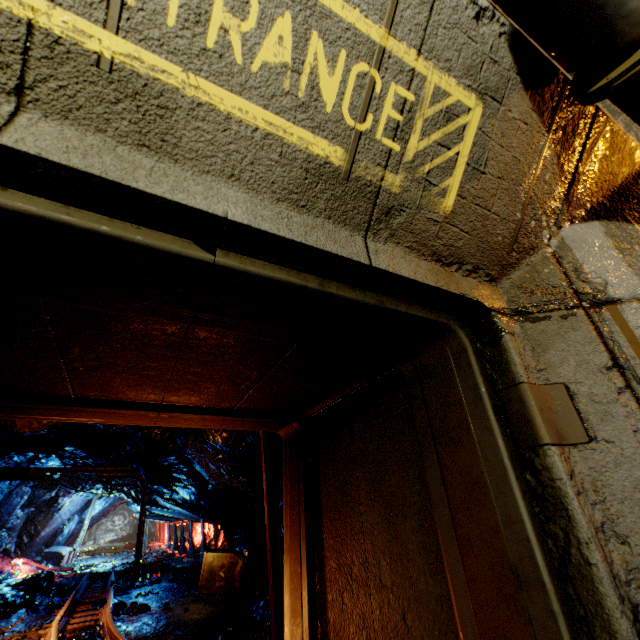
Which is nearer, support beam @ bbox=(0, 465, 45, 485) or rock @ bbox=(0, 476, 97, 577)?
support beam @ bbox=(0, 465, 45, 485)

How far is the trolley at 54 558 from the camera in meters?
17.3

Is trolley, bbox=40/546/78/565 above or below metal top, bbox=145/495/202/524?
below

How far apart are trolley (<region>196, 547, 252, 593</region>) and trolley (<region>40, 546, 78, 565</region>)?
13.7 meters

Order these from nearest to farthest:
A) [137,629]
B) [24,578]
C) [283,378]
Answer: [283,378]
[137,629]
[24,578]

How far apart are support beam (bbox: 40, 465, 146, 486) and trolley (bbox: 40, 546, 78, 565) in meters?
10.3 m

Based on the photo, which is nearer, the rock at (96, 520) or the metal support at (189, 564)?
the metal support at (189, 564)

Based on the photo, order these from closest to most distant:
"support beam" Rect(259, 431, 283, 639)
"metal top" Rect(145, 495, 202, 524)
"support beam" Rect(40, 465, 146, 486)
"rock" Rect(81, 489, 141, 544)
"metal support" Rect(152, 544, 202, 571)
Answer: "support beam" Rect(259, 431, 283, 639), "support beam" Rect(40, 465, 146, 486), "metal support" Rect(152, 544, 202, 571), "metal top" Rect(145, 495, 202, 524), "rock" Rect(81, 489, 141, 544)
